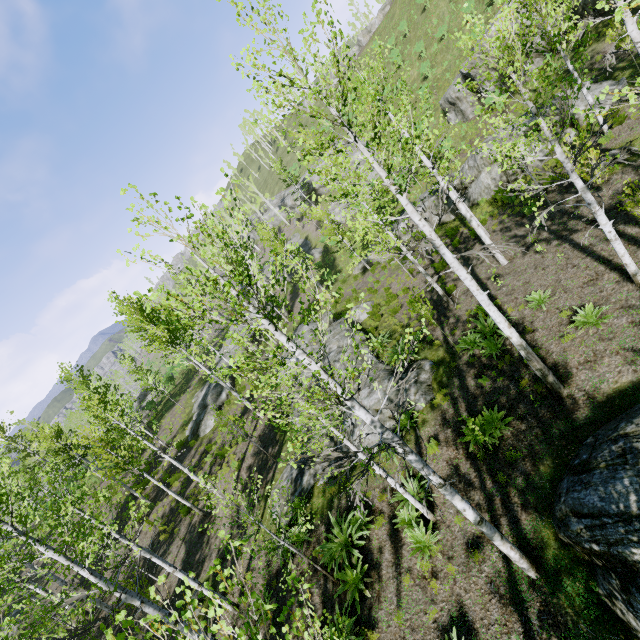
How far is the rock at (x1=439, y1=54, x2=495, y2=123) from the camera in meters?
22.9

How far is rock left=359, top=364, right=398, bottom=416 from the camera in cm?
1279

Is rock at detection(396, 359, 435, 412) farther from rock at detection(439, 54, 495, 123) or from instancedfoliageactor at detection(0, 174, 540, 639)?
rock at detection(439, 54, 495, 123)

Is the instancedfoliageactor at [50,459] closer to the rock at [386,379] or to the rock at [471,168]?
the rock at [471,168]

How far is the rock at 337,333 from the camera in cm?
1705

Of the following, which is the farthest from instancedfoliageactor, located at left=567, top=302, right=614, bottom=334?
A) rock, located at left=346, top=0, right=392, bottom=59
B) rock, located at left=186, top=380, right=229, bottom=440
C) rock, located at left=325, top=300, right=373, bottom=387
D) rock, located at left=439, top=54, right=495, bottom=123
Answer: rock, located at left=346, top=0, right=392, bottom=59

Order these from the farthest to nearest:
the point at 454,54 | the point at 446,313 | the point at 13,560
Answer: the point at 454,54
the point at 446,313
the point at 13,560
